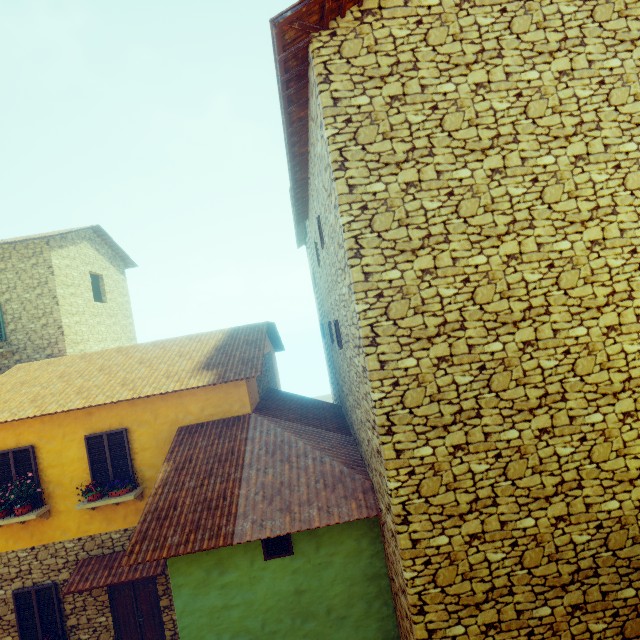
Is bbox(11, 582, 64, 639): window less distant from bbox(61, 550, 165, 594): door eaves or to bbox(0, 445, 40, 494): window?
bbox(61, 550, 165, 594): door eaves

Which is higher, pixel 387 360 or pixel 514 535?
pixel 387 360

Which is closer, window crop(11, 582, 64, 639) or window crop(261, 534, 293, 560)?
window crop(261, 534, 293, 560)

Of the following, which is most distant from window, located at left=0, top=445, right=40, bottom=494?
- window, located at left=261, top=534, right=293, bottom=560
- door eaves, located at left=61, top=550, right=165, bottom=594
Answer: window, located at left=261, top=534, right=293, bottom=560

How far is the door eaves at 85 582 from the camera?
8.1 meters

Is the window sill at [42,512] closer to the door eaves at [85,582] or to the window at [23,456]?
Result: the window at [23,456]

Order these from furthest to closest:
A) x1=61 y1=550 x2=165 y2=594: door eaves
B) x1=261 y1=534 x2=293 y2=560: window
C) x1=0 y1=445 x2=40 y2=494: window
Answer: x1=0 y1=445 x2=40 y2=494: window < x1=61 y1=550 x2=165 y2=594: door eaves < x1=261 y1=534 x2=293 y2=560: window

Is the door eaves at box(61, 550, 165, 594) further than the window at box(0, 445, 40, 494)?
No
